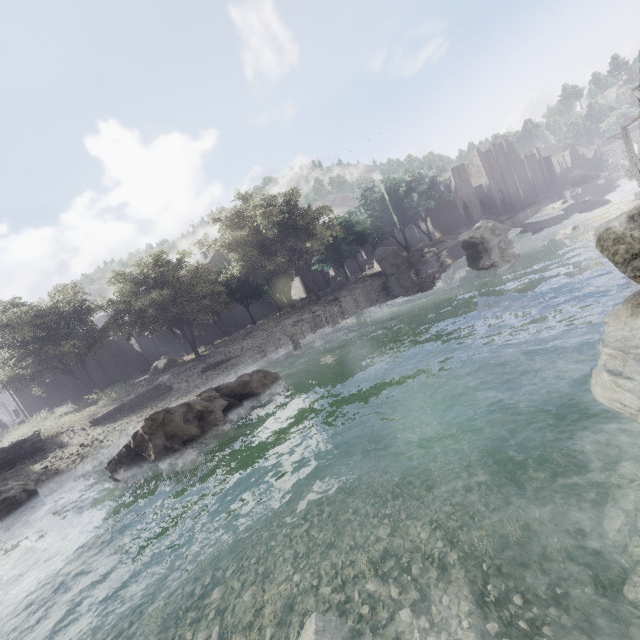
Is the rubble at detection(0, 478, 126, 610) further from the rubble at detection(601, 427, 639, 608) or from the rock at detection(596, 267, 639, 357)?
the rock at detection(596, 267, 639, 357)

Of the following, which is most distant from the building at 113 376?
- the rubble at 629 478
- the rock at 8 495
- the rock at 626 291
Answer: the rock at 8 495

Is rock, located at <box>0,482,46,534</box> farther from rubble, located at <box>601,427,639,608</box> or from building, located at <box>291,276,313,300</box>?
building, located at <box>291,276,313,300</box>

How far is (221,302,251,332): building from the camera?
41.5m

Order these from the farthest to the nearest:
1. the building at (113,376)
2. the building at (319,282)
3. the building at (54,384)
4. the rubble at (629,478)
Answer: the building at (319,282) < the building at (113,376) < the building at (54,384) < the rubble at (629,478)

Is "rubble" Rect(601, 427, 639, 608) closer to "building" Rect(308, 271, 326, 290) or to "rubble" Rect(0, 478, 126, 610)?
"rubble" Rect(0, 478, 126, 610)

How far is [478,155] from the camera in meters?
57.6
